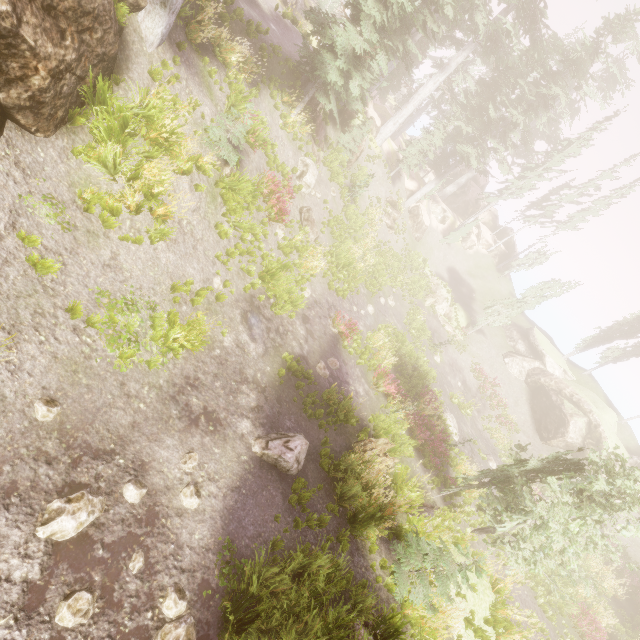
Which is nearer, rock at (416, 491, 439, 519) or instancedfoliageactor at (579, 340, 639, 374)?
rock at (416, 491, 439, 519)

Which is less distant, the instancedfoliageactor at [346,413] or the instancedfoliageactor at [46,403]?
the instancedfoliageactor at [46,403]

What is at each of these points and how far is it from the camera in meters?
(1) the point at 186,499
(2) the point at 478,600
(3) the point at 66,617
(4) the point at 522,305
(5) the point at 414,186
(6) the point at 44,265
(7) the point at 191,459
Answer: (1) instancedfoliageactor, 6.2
(2) rock, 9.8
(3) instancedfoliageactor, 4.2
(4) instancedfoliageactor, 30.1
(5) rock, 34.6
(6) instancedfoliageactor, 5.8
(7) instancedfoliageactor, 6.8

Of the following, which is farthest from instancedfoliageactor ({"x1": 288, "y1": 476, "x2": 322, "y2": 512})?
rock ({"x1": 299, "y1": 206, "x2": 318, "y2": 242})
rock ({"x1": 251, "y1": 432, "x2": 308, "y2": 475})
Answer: rock ({"x1": 299, "y1": 206, "x2": 318, "y2": 242})

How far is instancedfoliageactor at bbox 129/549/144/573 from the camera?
5.1m

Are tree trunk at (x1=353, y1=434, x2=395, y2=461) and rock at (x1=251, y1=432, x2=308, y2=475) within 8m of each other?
yes

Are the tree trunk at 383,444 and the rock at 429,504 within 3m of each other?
yes

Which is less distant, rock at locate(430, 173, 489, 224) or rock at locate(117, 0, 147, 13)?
rock at locate(117, 0, 147, 13)
